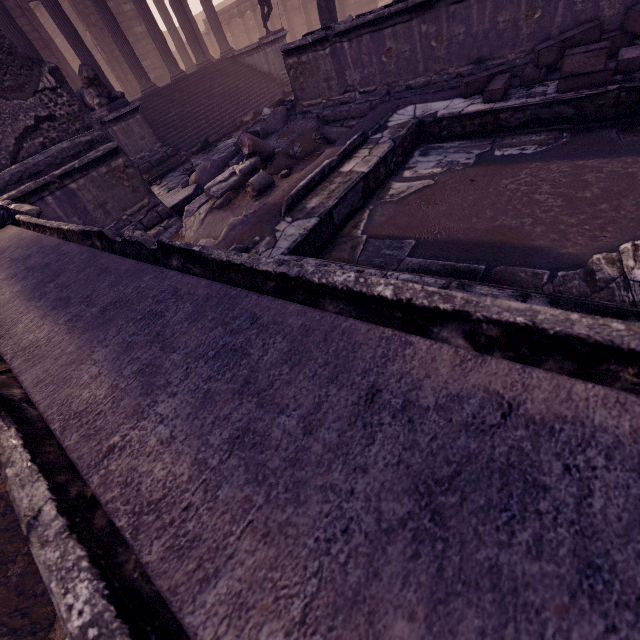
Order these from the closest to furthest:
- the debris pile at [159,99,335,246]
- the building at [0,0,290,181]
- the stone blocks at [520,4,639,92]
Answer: the stone blocks at [520,4,639,92]
the debris pile at [159,99,335,246]
the building at [0,0,290,181]

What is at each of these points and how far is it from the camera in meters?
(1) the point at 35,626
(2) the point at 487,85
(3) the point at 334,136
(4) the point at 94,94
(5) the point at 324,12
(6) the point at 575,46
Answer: (1) building debris, 1.8
(2) stone blocks, 4.1
(3) column piece, 6.3
(4) sculpture, 8.7
(5) building debris, 7.7
(6) stone blocks, 3.7

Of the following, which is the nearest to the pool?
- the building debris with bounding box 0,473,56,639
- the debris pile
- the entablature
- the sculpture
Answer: the debris pile

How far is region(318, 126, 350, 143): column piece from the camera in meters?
6.2

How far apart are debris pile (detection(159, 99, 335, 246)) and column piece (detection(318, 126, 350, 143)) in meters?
0.0 m

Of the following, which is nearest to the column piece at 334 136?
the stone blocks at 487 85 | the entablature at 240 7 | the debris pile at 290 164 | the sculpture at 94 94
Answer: the debris pile at 290 164

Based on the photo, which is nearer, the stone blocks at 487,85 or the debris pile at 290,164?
the stone blocks at 487,85

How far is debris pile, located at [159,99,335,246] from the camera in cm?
518
